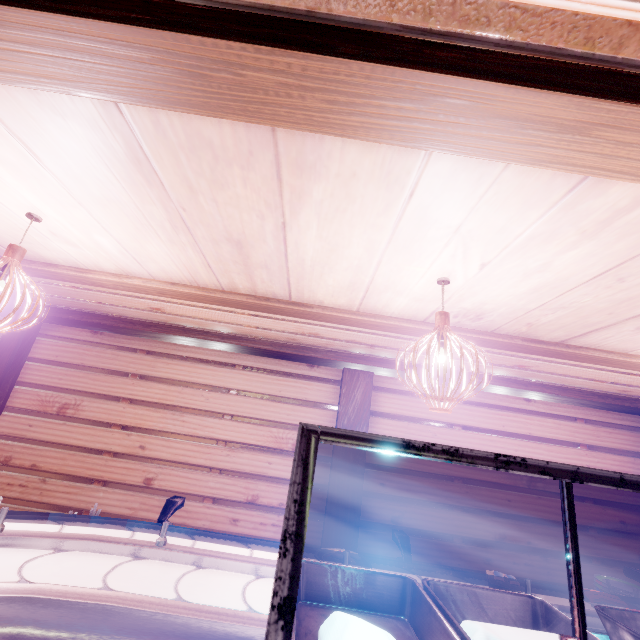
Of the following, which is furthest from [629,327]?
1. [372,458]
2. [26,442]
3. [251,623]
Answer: [26,442]

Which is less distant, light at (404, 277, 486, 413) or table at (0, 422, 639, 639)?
table at (0, 422, 639, 639)

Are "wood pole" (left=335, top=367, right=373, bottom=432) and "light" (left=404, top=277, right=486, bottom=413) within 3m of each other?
no

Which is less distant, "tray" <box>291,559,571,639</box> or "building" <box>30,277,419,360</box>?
"tray" <box>291,559,571,639</box>

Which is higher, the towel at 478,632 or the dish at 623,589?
the towel at 478,632

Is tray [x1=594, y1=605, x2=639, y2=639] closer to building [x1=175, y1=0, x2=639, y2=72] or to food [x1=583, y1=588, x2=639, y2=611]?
food [x1=583, y1=588, x2=639, y2=611]

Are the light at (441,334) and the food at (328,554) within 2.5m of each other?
yes

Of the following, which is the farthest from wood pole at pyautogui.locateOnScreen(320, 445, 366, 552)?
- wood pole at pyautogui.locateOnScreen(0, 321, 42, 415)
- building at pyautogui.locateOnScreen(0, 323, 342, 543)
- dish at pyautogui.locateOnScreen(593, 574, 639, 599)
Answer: wood pole at pyautogui.locateOnScreen(0, 321, 42, 415)
